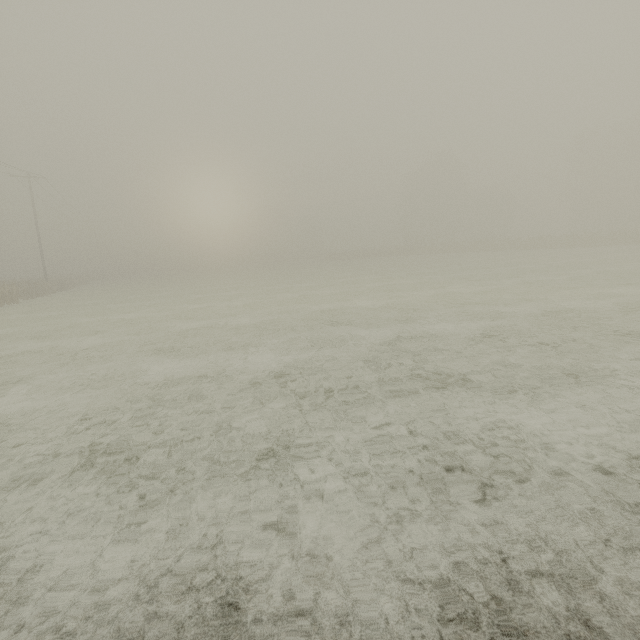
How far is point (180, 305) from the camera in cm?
1902
